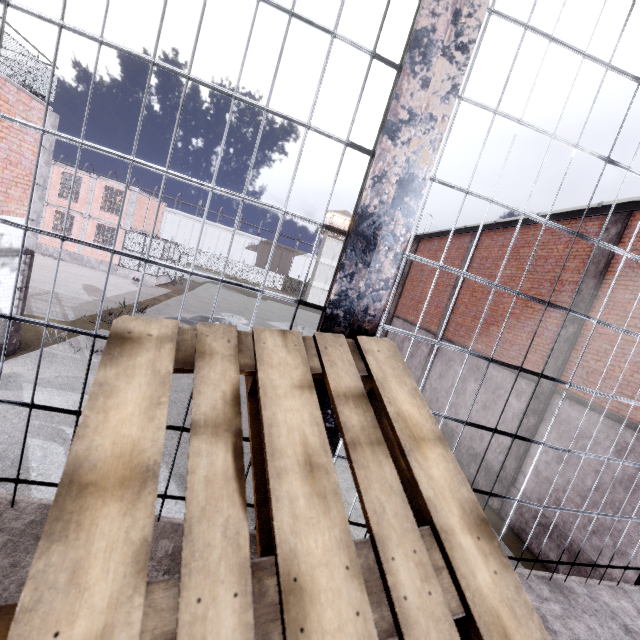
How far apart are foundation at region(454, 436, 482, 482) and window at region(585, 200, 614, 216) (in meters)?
7.68

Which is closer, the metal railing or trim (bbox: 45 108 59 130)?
the metal railing

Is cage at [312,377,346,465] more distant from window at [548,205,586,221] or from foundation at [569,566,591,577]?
foundation at [569,566,591,577]

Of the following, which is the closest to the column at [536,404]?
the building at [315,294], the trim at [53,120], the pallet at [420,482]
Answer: the pallet at [420,482]

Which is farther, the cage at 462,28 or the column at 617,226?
the column at 617,226

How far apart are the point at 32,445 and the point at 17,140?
7.37m

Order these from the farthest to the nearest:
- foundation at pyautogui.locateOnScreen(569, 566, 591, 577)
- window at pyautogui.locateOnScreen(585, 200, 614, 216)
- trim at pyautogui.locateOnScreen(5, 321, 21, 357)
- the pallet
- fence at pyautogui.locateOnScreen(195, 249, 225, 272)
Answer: fence at pyautogui.locateOnScreen(195, 249, 225, 272)
trim at pyautogui.locateOnScreen(5, 321, 21, 357)
window at pyautogui.locateOnScreen(585, 200, 614, 216)
foundation at pyautogui.locateOnScreen(569, 566, 591, 577)
the pallet

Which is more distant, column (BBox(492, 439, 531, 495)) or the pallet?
column (BBox(492, 439, 531, 495))
